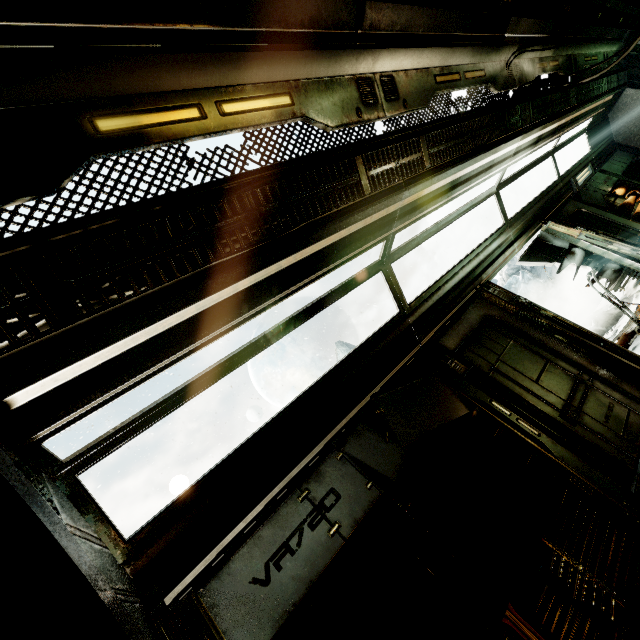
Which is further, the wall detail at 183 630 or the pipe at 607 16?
the pipe at 607 16

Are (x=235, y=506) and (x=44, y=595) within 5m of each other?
yes

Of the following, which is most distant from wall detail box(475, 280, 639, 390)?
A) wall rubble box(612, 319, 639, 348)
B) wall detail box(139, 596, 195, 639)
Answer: wall detail box(139, 596, 195, 639)

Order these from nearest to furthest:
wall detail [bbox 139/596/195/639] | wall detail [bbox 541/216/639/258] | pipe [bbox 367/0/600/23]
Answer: wall detail [bbox 139/596/195/639], pipe [bbox 367/0/600/23], wall detail [bbox 541/216/639/258]

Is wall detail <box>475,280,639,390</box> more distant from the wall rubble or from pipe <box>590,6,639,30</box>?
pipe <box>590,6,639,30</box>

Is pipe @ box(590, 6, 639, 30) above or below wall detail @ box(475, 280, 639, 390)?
above

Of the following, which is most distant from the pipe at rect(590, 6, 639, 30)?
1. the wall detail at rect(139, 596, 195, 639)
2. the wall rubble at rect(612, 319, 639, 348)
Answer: the wall rubble at rect(612, 319, 639, 348)

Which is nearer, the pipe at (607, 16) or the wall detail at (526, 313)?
the wall detail at (526, 313)
